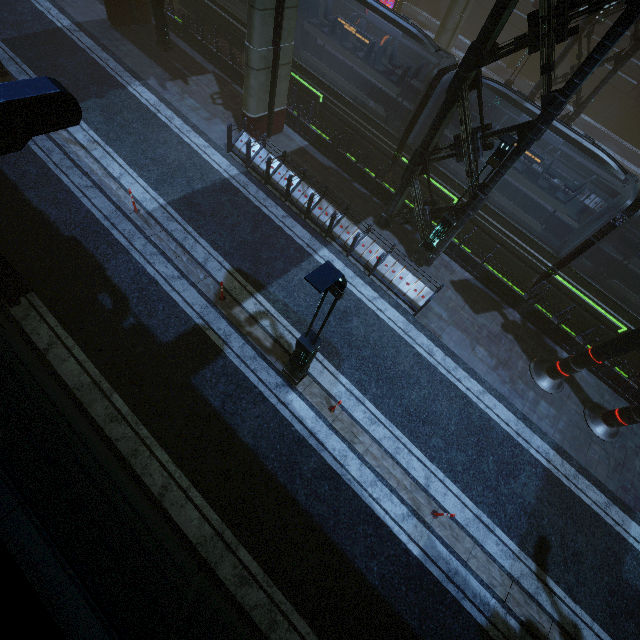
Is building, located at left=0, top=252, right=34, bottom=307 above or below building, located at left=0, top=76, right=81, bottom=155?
below

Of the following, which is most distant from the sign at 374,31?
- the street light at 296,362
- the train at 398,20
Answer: the street light at 296,362

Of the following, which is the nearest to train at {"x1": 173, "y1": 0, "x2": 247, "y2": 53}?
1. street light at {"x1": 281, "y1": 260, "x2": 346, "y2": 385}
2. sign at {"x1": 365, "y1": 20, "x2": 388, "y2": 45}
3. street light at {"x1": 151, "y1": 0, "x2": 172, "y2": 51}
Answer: street light at {"x1": 151, "y1": 0, "x2": 172, "y2": 51}

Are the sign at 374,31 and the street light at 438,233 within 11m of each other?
no

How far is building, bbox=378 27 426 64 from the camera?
23.6m

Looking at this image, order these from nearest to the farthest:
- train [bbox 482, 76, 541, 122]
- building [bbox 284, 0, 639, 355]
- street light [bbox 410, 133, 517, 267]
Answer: building [bbox 284, 0, 639, 355] < street light [bbox 410, 133, 517, 267] < train [bbox 482, 76, 541, 122]

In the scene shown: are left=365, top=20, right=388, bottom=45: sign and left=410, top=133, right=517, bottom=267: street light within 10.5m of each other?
no

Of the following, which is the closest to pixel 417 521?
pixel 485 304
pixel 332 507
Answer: pixel 332 507
